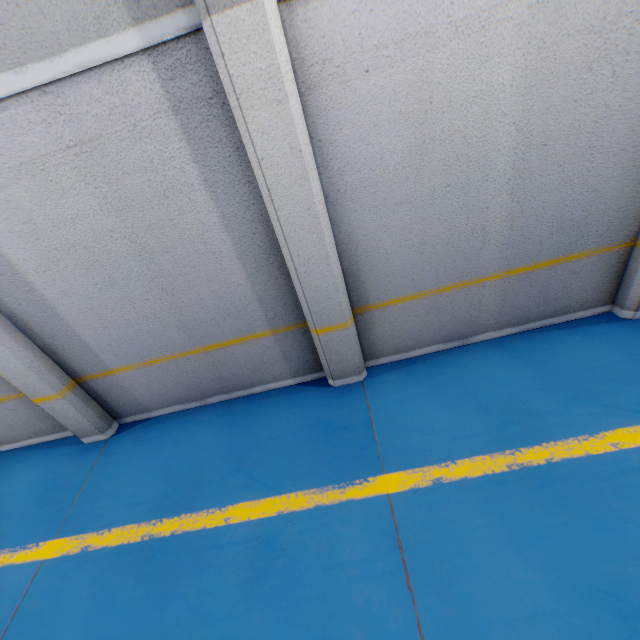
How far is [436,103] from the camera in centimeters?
286cm

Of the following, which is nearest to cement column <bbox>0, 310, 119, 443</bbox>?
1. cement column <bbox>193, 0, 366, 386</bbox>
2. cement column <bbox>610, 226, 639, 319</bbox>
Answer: cement column <bbox>193, 0, 366, 386</bbox>

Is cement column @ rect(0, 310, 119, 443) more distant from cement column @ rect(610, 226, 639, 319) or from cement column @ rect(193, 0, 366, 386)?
cement column @ rect(610, 226, 639, 319)

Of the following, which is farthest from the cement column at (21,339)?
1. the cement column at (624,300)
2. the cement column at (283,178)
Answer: the cement column at (624,300)

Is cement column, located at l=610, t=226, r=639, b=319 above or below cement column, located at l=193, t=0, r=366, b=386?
below
